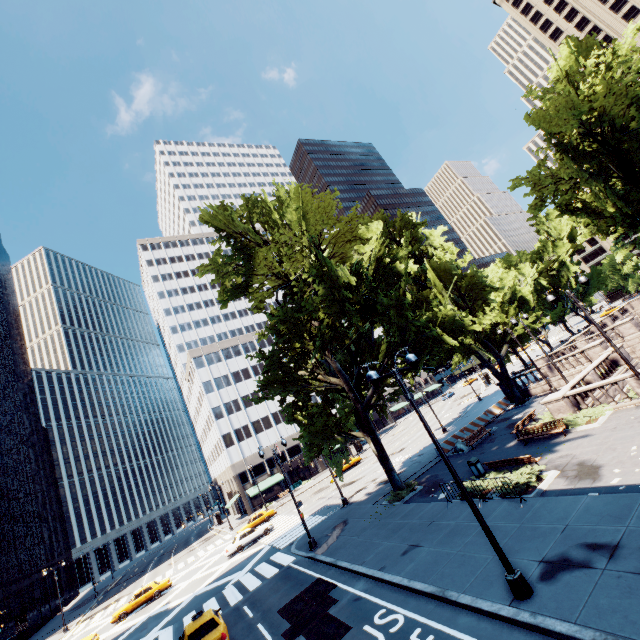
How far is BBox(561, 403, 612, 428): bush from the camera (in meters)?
18.06

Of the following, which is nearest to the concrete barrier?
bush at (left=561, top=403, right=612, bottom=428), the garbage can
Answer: bush at (left=561, top=403, right=612, bottom=428)

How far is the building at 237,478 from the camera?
56.61m

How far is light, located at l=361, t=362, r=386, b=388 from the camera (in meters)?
10.17

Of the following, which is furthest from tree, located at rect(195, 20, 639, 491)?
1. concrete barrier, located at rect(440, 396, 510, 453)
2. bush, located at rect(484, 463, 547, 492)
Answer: bush, located at rect(484, 463, 547, 492)

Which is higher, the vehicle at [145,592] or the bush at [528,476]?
the vehicle at [145,592]

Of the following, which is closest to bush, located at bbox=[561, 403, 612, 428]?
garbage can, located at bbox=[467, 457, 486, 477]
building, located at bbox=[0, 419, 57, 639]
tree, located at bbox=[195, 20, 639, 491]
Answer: garbage can, located at bbox=[467, 457, 486, 477]

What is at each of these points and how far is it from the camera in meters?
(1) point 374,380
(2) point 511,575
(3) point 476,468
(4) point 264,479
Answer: (1) light, 10.2
(2) light, 8.8
(3) garbage can, 18.8
(4) building, 59.4
